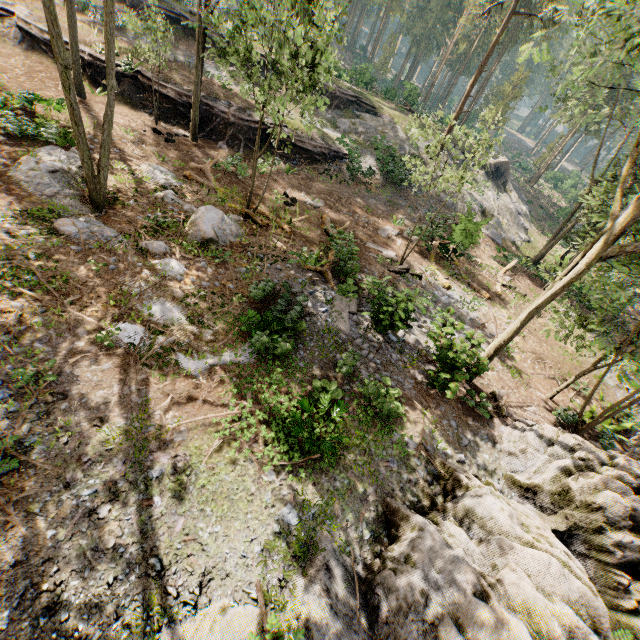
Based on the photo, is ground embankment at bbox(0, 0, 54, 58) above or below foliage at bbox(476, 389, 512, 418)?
above

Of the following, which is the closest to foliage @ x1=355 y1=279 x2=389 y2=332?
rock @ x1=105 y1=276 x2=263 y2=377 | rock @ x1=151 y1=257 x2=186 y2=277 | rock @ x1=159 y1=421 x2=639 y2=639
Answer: rock @ x1=159 y1=421 x2=639 y2=639

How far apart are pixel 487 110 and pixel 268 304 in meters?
11.6

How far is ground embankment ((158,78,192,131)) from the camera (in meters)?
20.86

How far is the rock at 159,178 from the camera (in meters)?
14.91

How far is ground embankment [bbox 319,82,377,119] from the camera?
30.3m

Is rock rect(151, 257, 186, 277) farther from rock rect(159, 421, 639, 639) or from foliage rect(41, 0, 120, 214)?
rock rect(159, 421, 639, 639)

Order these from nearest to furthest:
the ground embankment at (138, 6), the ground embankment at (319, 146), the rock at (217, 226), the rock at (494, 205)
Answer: the rock at (217, 226) < the ground embankment at (319, 146) < the rock at (494, 205) < the ground embankment at (138, 6)
